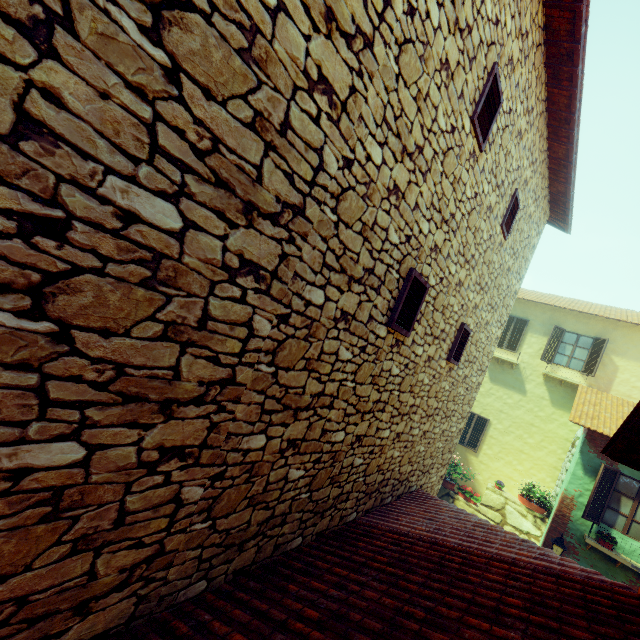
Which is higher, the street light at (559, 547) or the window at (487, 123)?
the window at (487, 123)

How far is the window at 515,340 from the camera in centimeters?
1498cm

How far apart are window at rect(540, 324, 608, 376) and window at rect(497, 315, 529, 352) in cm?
102

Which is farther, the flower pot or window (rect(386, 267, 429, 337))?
the flower pot

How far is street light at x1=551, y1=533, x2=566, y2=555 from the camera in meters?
9.0

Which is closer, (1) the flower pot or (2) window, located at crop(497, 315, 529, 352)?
(1) the flower pot

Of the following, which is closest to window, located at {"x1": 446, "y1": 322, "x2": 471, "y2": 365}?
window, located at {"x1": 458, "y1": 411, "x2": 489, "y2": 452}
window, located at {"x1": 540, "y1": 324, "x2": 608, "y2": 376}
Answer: window, located at {"x1": 458, "y1": 411, "x2": 489, "y2": 452}

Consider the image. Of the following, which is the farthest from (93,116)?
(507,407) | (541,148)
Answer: (507,407)
